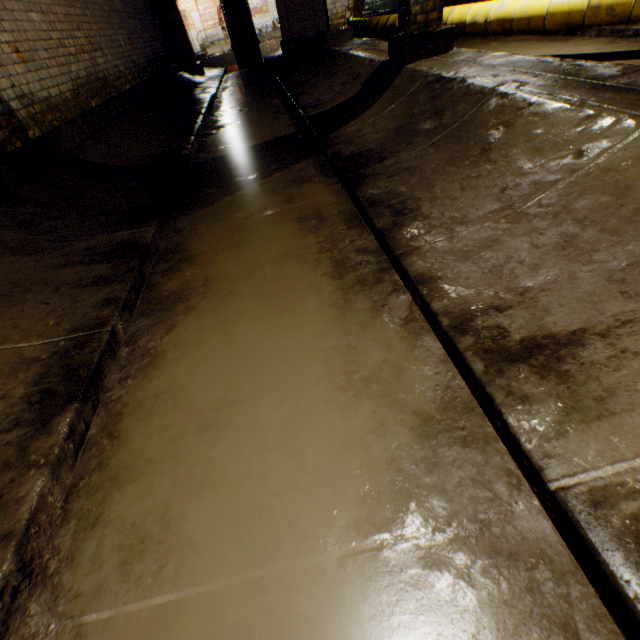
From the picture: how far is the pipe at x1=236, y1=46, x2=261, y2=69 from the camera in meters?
14.3 m

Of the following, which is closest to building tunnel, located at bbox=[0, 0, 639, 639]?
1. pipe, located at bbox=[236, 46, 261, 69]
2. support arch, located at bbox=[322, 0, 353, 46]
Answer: support arch, located at bbox=[322, 0, 353, 46]

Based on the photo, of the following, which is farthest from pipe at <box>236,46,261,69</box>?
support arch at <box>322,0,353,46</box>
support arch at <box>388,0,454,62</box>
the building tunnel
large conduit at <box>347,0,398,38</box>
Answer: support arch at <box>388,0,454,62</box>

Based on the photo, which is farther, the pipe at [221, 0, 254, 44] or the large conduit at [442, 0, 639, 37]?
the pipe at [221, 0, 254, 44]

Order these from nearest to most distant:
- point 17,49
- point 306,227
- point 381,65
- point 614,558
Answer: point 614,558, point 306,227, point 17,49, point 381,65

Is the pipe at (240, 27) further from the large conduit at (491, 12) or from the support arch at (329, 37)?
the support arch at (329, 37)

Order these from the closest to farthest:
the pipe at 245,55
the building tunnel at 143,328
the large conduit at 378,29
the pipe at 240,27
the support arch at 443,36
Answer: the building tunnel at 143,328, the support arch at 443,36, the large conduit at 378,29, the pipe at 240,27, the pipe at 245,55

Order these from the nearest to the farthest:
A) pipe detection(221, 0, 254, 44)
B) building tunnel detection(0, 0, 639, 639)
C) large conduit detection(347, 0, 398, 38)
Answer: building tunnel detection(0, 0, 639, 639)
large conduit detection(347, 0, 398, 38)
pipe detection(221, 0, 254, 44)
